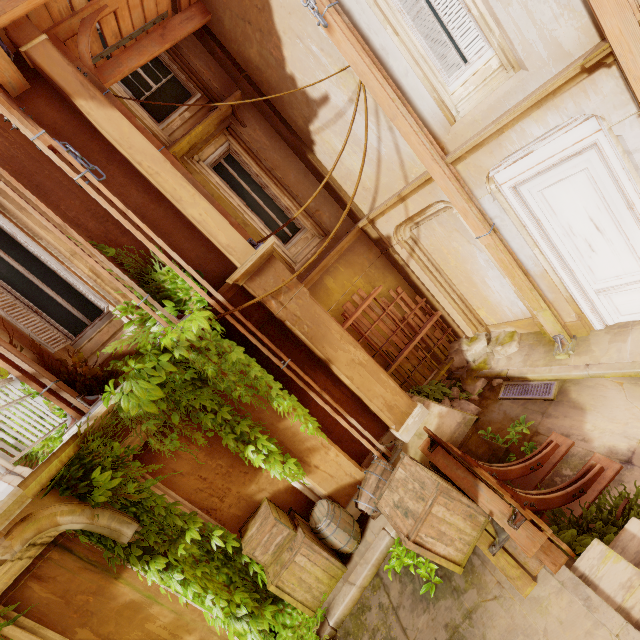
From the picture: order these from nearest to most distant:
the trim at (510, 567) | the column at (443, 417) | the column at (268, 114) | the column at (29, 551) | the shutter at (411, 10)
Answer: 1. the trim at (510, 567)
2. the column at (29, 551)
3. the shutter at (411, 10)
4. the column at (443, 417)
5. the column at (268, 114)

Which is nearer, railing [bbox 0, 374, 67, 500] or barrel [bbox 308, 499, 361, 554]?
railing [bbox 0, 374, 67, 500]

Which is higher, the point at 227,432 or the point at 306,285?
the point at 306,285

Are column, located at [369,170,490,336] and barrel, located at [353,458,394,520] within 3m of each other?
no

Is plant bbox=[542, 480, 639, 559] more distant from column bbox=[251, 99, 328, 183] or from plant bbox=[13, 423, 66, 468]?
column bbox=[251, 99, 328, 183]

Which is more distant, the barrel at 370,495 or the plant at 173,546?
the barrel at 370,495

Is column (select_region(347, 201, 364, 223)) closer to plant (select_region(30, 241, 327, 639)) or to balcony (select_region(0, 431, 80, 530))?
plant (select_region(30, 241, 327, 639))

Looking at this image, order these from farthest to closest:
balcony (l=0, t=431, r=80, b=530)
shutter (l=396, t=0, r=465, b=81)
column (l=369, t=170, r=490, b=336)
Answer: column (l=369, t=170, r=490, b=336) < shutter (l=396, t=0, r=465, b=81) < balcony (l=0, t=431, r=80, b=530)
